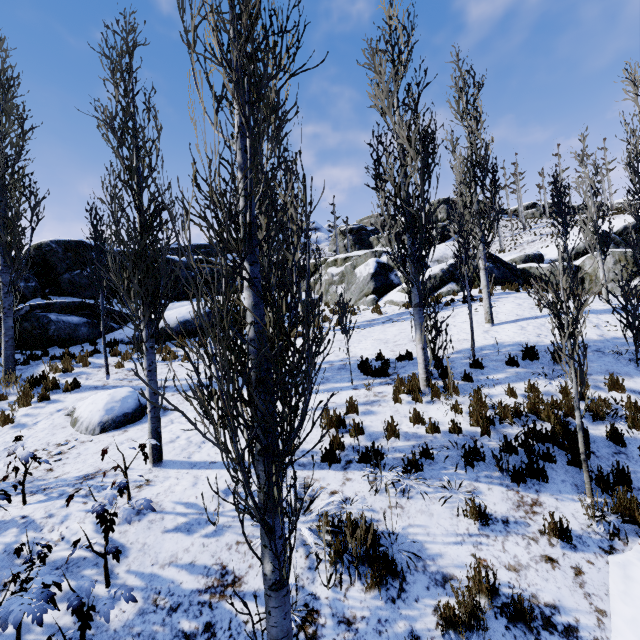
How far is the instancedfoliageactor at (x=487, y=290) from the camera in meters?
8.9

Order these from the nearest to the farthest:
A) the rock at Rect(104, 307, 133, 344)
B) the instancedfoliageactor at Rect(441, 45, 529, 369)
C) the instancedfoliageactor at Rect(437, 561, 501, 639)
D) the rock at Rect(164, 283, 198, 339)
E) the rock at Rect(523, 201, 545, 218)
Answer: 1. the instancedfoliageactor at Rect(437, 561, 501, 639)
2. the instancedfoliageactor at Rect(441, 45, 529, 369)
3. the rock at Rect(104, 307, 133, 344)
4. the rock at Rect(164, 283, 198, 339)
5. the rock at Rect(523, 201, 545, 218)

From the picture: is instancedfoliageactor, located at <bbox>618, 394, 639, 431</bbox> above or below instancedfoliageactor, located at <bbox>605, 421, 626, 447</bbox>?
above

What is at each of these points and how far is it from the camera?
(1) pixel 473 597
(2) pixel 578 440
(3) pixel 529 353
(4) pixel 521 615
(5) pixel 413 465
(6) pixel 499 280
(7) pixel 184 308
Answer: (1) instancedfoliageactor, 3.3 meters
(2) instancedfoliageactor, 5.4 meters
(3) instancedfoliageactor, 8.3 meters
(4) instancedfoliageactor, 3.4 meters
(5) instancedfoliageactor, 5.2 meters
(6) rock, 18.0 meters
(7) rock, 15.3 meters

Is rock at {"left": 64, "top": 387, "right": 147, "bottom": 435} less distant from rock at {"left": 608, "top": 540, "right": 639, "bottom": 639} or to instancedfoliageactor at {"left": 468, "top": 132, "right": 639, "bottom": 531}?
instancedfoliageactor at {"left": 468, "top": 132, "right": 639, "bottom": 531}

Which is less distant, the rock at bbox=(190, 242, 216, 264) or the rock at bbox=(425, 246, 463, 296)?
the rock at bbox=(425, 246, 463, 296)

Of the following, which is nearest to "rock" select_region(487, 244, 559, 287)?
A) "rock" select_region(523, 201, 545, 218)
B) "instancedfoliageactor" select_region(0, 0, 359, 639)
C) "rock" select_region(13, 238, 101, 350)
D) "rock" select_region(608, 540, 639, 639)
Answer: "rock" select_region(13, 238, 101, 350)

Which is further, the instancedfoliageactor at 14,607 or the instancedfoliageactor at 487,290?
the instancedfoliageactor at 487,290
